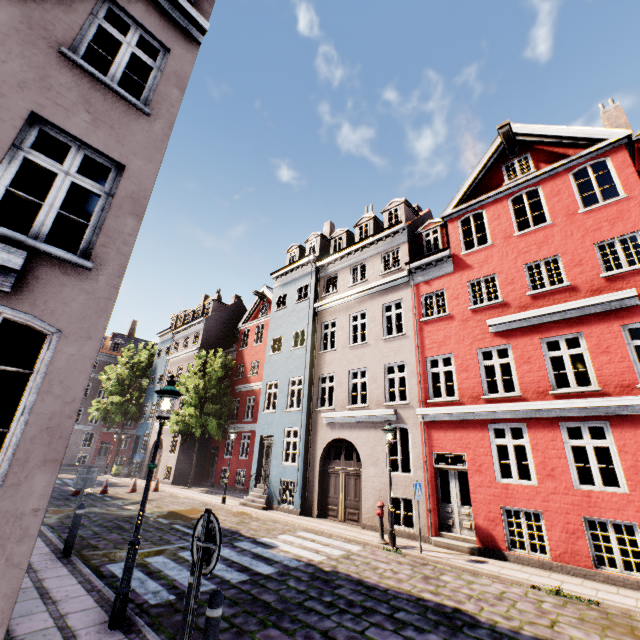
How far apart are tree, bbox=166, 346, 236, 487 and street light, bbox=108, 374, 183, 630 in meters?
19.6

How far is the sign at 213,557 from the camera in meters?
3.1

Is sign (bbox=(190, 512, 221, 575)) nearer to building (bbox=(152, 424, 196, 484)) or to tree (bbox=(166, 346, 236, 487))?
building (bbox=(152, 424, 196, 484))

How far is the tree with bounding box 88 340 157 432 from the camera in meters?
31.3 m

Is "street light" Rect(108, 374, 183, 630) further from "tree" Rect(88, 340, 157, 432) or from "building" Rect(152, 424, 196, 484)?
"tree" Rect(88, 340, 157, 432)

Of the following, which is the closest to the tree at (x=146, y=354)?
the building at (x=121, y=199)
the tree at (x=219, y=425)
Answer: the building at (x=121, y=199)

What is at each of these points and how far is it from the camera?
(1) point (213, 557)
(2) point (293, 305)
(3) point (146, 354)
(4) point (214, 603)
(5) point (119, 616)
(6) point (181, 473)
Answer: (1) sign, 3.14m
(2) building, 19.97m
(3) tree, 35.50m
(4) bollard, 3.43m
(5) street light, 4.91m
(6) building, 24.38m

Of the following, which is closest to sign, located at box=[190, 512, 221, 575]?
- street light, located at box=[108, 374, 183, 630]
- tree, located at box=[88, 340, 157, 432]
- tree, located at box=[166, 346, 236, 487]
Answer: street light, located at box=[108, 374, 183, 630]
